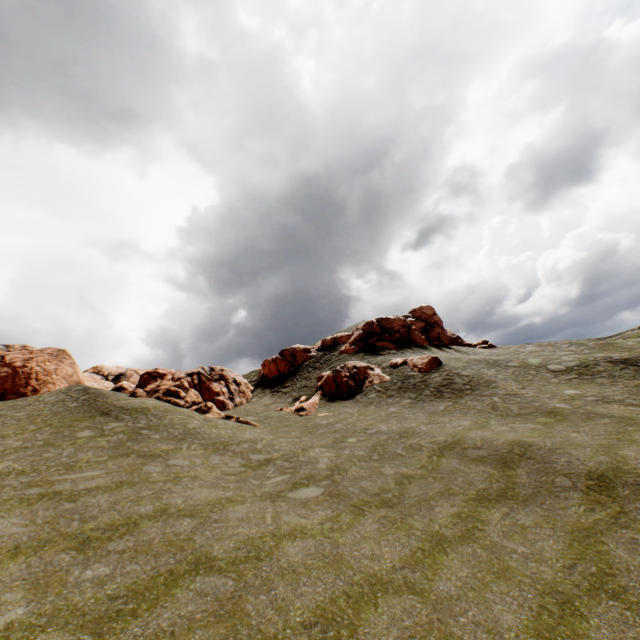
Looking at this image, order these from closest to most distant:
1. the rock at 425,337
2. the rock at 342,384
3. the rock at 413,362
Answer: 1. the rock at 342,384
2. the rock at 413,362
3. the rock at 425,337

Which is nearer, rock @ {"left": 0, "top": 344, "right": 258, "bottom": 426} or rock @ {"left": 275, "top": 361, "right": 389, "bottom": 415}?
rock @ {"left": 0, "top": 344, "right": 258, "bottom": 426}

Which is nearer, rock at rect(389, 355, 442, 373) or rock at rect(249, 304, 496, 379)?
rock at rect(389, 355, 442, 373)

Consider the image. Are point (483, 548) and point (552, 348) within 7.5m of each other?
no

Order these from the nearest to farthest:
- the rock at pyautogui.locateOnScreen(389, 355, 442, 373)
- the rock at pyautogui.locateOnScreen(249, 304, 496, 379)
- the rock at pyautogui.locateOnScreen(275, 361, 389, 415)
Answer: the rock at pyautogui.locateOnScreen(275, 361, 389, 415) < the rock at pyautogui.locateOnScreen(389, 355, 442, 373) < the rock at pyautogui.locateOnScreen(249, 304, 496, 379)

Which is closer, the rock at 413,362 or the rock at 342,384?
the rock at 342,384

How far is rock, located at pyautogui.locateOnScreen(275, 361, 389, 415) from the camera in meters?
29.4
